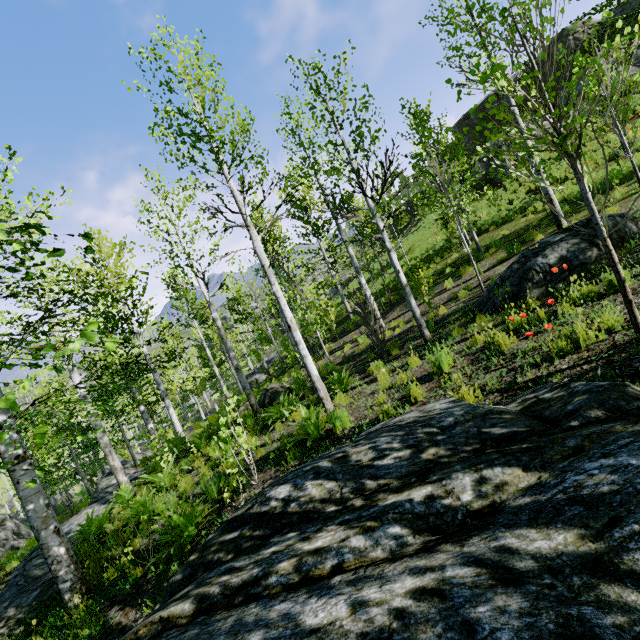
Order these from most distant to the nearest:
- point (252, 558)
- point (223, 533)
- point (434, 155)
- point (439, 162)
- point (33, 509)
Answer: point (439, 162) → point (434, 155) → point (33, 509) → point (223, 533) → point (252, 558)

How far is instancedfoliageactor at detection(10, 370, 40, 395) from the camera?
1.9m

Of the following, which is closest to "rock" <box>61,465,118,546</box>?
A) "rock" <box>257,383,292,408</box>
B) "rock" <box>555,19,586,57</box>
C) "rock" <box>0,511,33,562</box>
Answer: "rock" <box>0,511,33,562</box>

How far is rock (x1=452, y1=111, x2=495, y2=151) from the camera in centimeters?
3184cm

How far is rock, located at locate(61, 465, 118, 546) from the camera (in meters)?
10.37

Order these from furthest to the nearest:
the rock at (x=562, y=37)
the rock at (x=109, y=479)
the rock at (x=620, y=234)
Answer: the rock at (x=562, y=37)
the rock at (x=109, y=479)
the rock at (x=620, y=234)

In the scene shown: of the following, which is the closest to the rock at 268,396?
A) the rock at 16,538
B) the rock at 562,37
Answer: the rock at 16,538
